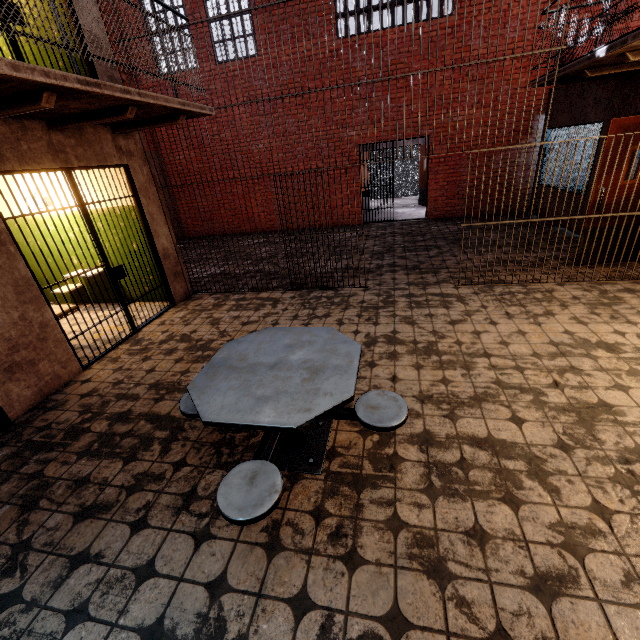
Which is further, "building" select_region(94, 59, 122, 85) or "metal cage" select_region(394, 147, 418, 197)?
"metal cage" select_region(394, 147, 418, 197)

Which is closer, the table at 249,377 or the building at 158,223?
the table at 249,377

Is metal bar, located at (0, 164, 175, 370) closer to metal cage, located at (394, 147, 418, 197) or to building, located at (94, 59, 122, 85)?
building, located at (94, 59, 122, 85)

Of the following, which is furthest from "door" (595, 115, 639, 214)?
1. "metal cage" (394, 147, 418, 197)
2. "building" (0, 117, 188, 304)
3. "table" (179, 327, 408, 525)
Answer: "metal cage" (394, 147, 418, 197)

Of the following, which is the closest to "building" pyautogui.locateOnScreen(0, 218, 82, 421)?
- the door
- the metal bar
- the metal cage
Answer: the metal bar

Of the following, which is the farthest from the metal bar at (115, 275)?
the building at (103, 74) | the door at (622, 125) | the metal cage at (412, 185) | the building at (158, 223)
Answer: the metal cage at (412, 185)

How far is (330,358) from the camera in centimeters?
A: 241cm

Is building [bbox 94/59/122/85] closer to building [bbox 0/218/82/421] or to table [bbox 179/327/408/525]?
building [bbox 0/218/82/421]
